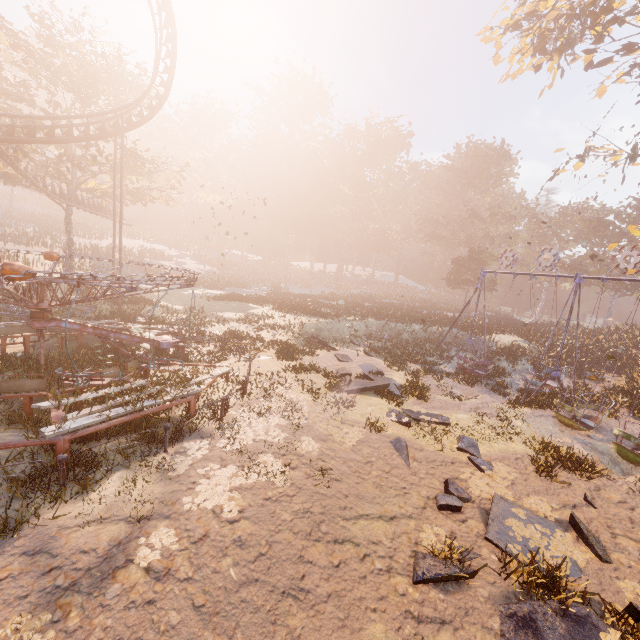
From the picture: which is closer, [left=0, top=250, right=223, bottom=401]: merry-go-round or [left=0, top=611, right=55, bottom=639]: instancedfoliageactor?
[left=0, top=611, right=55, bottom=639]: instancedfoliageactor

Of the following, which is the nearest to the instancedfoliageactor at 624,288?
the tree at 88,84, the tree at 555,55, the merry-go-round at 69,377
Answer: the tree at 555,55

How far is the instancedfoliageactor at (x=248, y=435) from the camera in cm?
885

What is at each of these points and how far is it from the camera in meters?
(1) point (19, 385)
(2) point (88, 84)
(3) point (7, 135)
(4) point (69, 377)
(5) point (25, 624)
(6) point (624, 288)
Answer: (1) merry-go-round, 8.3
(2) tree, 23.8
(3) roller coaster, 16.5
(4) merry-go-round, 7.8
(5) instancedfoliageactor, 4.1
(6) instancedfoliageactor, 41.5

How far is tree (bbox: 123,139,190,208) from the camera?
26.5 meters

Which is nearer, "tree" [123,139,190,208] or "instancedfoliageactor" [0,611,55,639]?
"instancedfoliageactor" [0,611,55,639]

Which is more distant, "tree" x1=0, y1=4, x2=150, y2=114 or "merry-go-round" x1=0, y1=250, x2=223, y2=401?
"tree" x1=0, y1=4, x2=150, y2=114

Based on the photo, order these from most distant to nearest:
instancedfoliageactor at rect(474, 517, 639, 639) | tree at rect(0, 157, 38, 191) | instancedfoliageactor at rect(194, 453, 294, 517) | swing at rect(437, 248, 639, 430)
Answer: tree at rect(0, 157, 38, 191)
swing at rect(437, 248, 639, 430)
instancedfoliageactor at rect(194, 453, 294, 517)
instancedfoliageactor at rect(474, 517, 639, 639)
